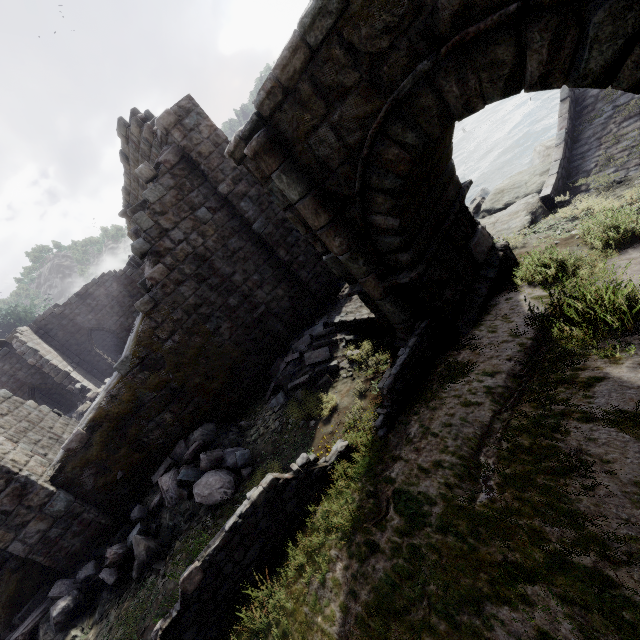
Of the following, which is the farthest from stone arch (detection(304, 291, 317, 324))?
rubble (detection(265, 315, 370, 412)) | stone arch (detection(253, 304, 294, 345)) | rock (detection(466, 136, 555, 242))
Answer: rock (detection(466, 136, 555, 242))

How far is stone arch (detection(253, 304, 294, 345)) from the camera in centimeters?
1030cm

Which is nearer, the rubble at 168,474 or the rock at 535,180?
the rubble at 168,474

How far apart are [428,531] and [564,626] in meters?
1.4

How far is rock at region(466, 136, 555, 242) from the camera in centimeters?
1030cm

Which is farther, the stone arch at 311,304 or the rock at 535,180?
the stone arch at 311,304

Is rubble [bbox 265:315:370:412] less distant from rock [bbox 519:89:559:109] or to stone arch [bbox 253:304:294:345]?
stone arch [bbox 253:304:294:345]

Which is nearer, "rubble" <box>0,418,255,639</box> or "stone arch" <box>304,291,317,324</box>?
"rubble" <box>0,418,255,639</box>
